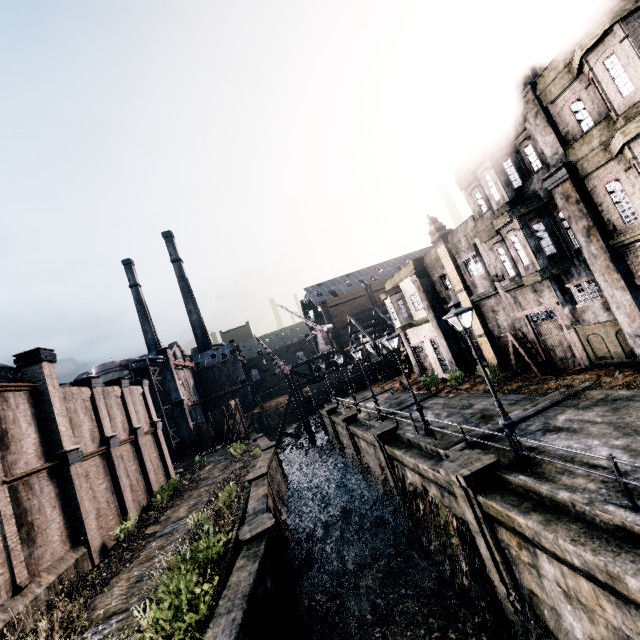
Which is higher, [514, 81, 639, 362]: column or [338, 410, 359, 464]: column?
[514, 81, 639, 362]: column

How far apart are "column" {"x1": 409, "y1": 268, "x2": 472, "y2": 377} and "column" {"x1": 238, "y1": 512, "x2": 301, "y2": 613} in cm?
1809

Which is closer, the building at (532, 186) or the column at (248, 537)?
the column at (248, 537)

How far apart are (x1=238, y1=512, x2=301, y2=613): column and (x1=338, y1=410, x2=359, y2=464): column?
13.4m

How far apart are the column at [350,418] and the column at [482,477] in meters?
16.0 m

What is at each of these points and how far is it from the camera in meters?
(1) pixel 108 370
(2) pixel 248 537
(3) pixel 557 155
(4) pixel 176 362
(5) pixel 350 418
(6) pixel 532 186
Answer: (1) silo, 45.9 m
(2) column, 13.1 m
(3) column, 14.8 m
(4) building, 55.0 m
(5) column, 27.8 m
(6) building, 16.4 m

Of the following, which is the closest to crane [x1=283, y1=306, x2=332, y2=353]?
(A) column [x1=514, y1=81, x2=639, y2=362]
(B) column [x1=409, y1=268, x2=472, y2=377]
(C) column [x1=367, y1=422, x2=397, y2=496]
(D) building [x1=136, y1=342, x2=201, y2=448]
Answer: (D) building [x1=136, y1=342, x2=201, y2=448]

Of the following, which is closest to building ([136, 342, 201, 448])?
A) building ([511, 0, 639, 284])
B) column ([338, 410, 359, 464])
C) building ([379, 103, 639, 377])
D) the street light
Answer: column ([338, 410, 359, 464])
